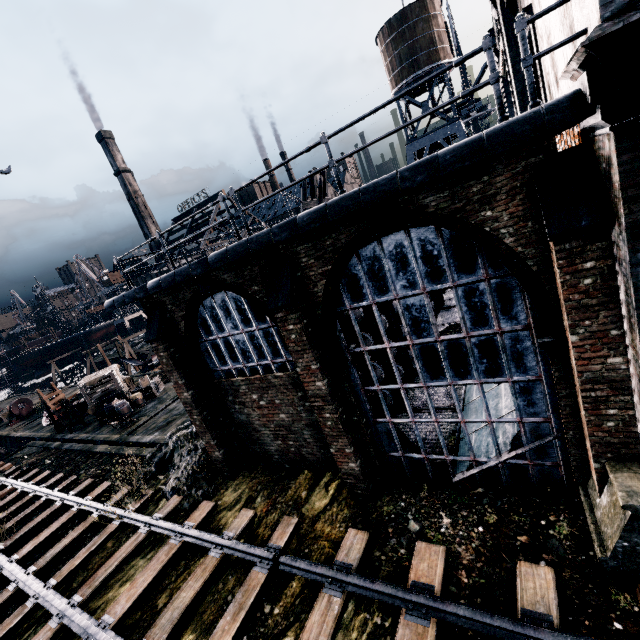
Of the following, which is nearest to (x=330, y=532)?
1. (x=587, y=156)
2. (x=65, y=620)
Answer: (x=65, y=620)

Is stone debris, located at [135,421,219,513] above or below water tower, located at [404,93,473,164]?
below

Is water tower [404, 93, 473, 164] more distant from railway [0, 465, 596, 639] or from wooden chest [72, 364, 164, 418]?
railway [0, 465, 596, 639]

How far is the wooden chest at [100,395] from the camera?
25.0 meters

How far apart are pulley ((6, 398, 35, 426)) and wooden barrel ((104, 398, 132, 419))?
24.1m

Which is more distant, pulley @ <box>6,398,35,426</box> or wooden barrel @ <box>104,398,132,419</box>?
pulley @ <box>6,398,35,426</box>

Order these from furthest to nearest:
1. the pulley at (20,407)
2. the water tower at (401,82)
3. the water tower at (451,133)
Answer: the pulley at (20,407), the water tower at (451,133), the water tower at (401,82)

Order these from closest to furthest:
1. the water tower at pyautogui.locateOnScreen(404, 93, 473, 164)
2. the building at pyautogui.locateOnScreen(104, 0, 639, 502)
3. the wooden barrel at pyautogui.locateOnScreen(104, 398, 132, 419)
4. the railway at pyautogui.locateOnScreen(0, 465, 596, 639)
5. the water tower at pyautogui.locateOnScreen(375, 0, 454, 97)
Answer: the building at pyautogui.locateOnScreen(104, 0, 639, 502) < the railway at pyautogui.locateOnScreen(0, 465, 596, 639) < the wooden barrel at pyautogui.locateOnScreen(104, 398, 132, 419) < the water tower at pyautogui.locateOnScreen(375, 0, 454, 97) < the water tower at pyautogui.locateOnScreen(404, 93, 473, 164)
